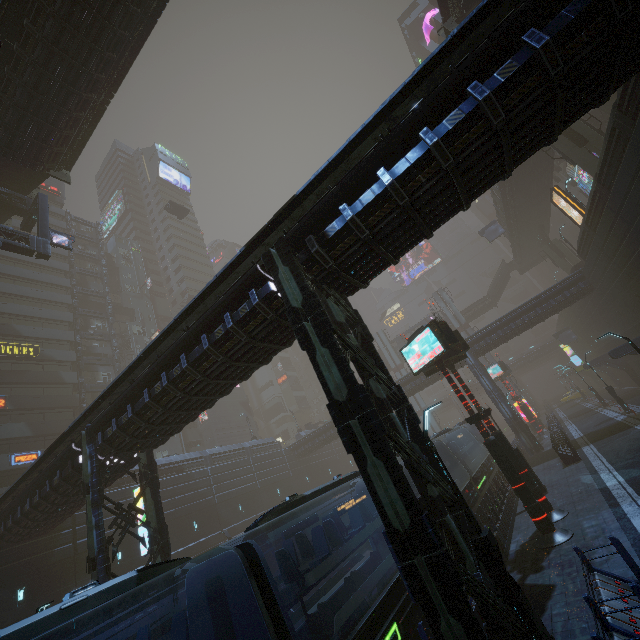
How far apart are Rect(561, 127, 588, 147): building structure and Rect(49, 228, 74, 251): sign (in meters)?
36.24

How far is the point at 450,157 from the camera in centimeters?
788cm

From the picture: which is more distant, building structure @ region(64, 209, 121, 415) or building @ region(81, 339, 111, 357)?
building @ region(81, 339, 111, 357)

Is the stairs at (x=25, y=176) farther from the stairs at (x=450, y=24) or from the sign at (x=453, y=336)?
the stairs at (x=450, y=24)

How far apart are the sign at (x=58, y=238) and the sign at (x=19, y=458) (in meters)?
21.48

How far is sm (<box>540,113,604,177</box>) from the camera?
23.8m

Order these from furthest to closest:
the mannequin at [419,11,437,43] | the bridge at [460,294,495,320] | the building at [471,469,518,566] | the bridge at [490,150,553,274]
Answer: the bridge at [460,294,495,320] < the mannequin at [419,11,437,43] < the bridge at [490,150,553,274] < the building at [471,469,518,566]

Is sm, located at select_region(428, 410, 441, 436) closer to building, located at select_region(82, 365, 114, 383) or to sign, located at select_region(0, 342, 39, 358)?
building, located at select_region(82, 365, 114, 383)
